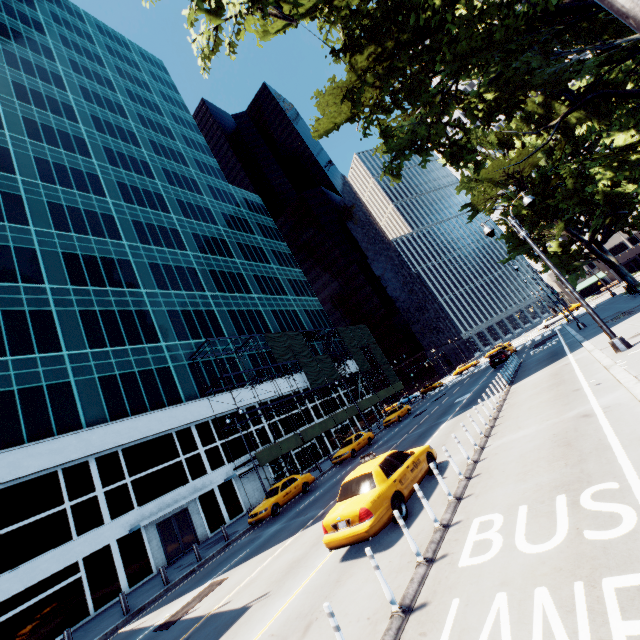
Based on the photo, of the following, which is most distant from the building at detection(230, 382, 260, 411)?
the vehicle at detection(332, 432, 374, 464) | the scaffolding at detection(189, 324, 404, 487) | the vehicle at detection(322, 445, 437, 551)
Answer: the vehicle at detection(322, 445, 437, 551)

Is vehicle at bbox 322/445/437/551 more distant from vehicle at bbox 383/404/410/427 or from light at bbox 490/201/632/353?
vehicle at bbox 383/404/410/427

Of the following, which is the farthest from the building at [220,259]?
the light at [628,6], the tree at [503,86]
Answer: the light at [628,6]

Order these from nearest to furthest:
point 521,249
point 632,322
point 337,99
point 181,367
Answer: point 337,99 → point 632,322 → point 181,367 → point 521,249

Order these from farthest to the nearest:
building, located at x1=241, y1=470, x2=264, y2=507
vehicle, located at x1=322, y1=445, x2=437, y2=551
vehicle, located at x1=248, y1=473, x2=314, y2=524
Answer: building, located at x1=241, y1=470, x2=264, y2=507, vehicle, located at x1=248, y1=473, x2=314, y2=524, vehicle, located at x1=322, y1=445, x2=437, y2=551

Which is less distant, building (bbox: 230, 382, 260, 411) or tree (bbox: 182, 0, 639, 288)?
tree (bbox: 182, 0, 639, 288)

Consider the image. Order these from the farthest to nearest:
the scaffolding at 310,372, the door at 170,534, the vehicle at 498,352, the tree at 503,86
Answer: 1. the vehicle at 498,352
2. the scaffolding at 310,372
3. the door at 170,534
4. the tree at 503,86

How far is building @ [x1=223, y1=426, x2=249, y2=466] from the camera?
30.66m
